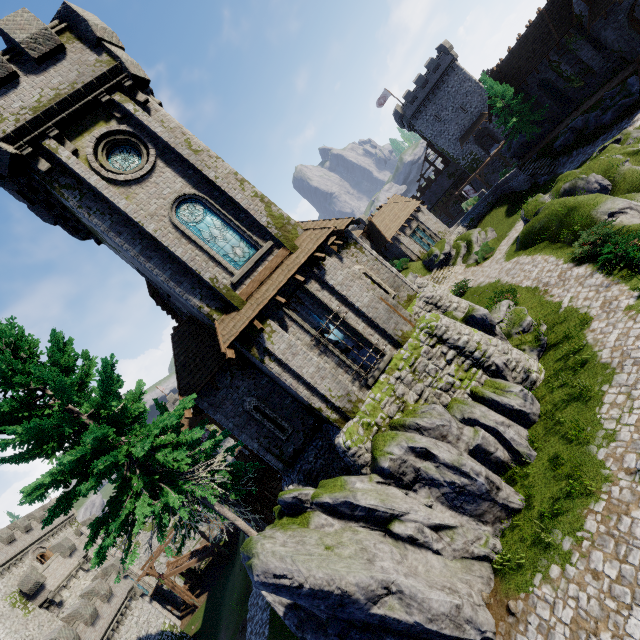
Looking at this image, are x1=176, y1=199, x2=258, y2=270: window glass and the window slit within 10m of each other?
yes

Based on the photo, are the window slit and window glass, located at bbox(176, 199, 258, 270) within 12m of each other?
yes

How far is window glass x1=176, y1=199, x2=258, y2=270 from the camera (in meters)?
13.43

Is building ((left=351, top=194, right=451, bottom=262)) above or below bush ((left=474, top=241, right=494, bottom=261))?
above

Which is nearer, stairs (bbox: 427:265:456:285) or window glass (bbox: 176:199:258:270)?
window glass (bbox: 176:199:258:270)

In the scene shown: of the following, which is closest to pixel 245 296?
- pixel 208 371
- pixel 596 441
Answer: pixel 208 371

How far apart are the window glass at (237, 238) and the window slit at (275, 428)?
5.9m

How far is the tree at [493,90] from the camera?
34.2 meters
